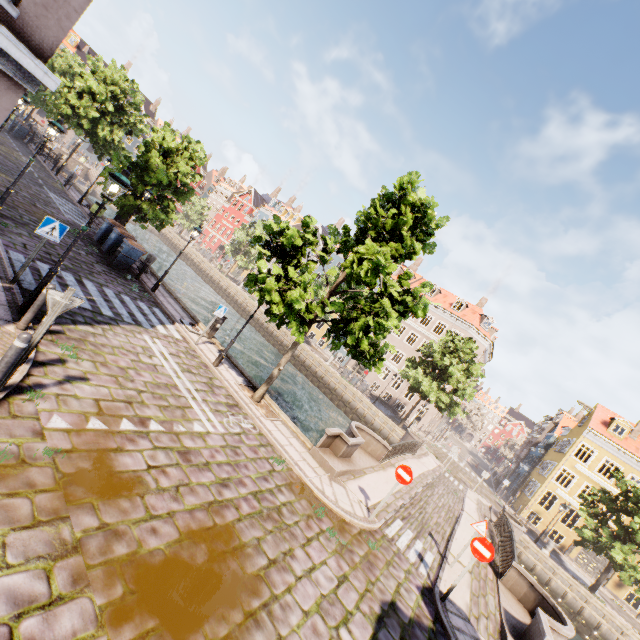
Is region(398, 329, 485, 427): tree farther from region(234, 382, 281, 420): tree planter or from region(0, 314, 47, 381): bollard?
region(0, 314, 47, 381): bollard

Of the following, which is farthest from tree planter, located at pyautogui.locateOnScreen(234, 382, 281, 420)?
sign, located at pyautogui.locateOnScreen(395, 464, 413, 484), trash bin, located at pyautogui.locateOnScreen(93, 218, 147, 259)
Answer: trash bin, located at pyautogui.locateOnScreen(93, 218, 147, 259)

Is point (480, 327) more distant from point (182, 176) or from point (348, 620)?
point (348, 620)

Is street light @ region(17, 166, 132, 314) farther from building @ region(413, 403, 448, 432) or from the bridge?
building @ region(413, 403, 448, 432)

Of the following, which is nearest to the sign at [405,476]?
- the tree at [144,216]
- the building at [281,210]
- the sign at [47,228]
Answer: the tree at [144,216]

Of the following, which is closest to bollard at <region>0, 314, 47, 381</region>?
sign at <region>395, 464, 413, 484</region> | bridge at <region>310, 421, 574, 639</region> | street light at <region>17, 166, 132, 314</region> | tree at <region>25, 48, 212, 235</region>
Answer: street light at <region>17, 166, 132, 314</region>

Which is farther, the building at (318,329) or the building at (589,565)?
the building at (318,329)

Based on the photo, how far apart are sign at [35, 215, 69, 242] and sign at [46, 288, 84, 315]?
4.2m
